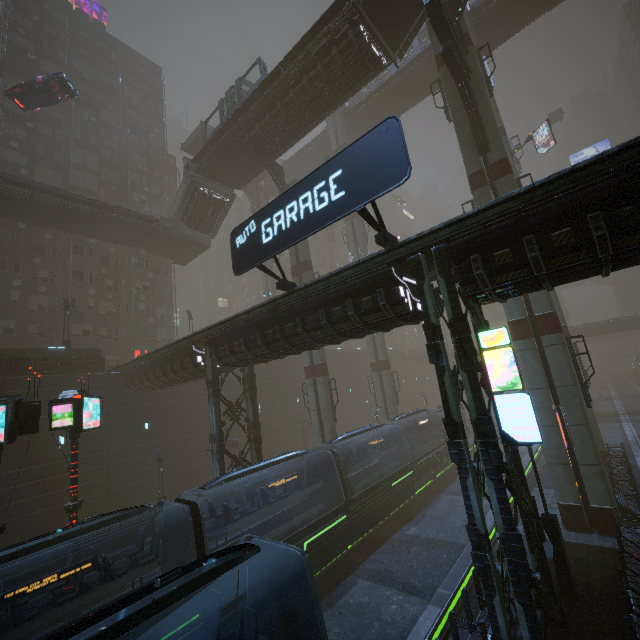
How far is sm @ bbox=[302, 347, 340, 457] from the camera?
24.98m

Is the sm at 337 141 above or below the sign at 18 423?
above

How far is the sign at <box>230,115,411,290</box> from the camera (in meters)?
8.55

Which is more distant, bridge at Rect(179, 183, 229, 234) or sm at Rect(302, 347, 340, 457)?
bridge at Rect(179, 183, 229, 234)

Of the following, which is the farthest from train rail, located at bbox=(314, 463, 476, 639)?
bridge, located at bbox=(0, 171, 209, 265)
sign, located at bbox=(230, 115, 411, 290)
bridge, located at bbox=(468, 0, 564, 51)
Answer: bridge, located at bbox=(468, 0, 564, 51)

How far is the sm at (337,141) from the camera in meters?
39.8 m

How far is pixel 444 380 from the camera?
9.9m

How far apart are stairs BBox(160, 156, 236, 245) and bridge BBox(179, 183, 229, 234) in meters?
0.0 m
